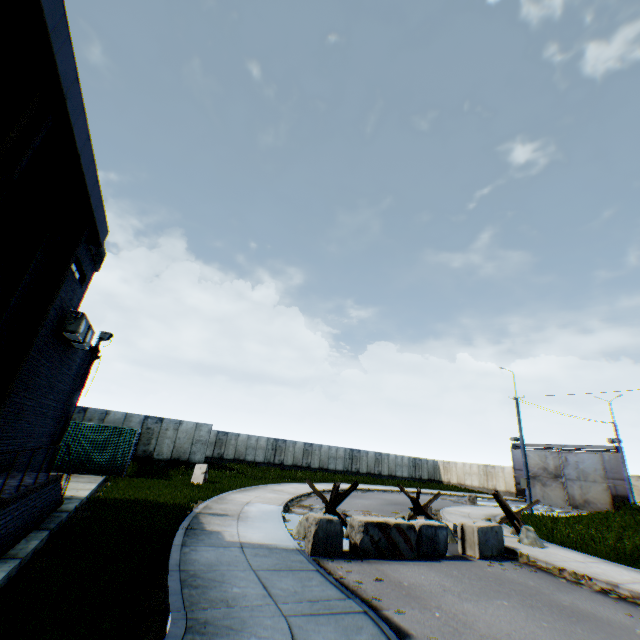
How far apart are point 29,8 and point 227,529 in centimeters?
1042cm

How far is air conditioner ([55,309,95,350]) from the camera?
8.0m

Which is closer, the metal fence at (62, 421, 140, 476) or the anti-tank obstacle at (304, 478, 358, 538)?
the anti-tank obstacle at (304, 478, 358, 538)

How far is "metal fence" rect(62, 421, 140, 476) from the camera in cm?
1633

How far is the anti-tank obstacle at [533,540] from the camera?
11.5m

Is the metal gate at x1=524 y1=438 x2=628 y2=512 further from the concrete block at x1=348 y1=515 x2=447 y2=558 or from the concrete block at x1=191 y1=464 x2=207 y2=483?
the concrete block at x1=191 y1=464 x2=207 y2=483

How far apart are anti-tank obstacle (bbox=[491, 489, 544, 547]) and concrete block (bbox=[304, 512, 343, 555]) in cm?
752

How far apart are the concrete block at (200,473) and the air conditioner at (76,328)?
12.0 meters
